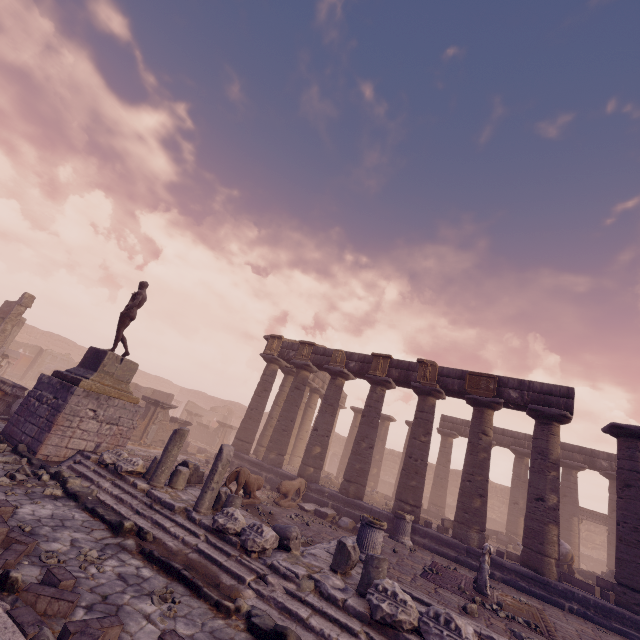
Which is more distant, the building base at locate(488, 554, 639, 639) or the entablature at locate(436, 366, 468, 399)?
the entablature at locate(436, 366, 468, 399)

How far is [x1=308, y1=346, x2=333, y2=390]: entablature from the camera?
17.2 meters

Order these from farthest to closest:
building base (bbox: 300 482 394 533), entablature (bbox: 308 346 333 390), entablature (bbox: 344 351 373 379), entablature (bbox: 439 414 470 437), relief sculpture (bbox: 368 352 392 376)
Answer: entablature (bbox: 439 414 470 437) → entablature (bbox: 308 346 333 390) → entablature (bbox: 344 351 373 379) → relief sculpture (bbox: 368 352 392 376) → building base (bbox: 300 482 394 533)

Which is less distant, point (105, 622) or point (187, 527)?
point (105, 622)

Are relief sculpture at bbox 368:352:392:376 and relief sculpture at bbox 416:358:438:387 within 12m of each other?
yes

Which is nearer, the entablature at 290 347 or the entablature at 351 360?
the entablature at 351 360

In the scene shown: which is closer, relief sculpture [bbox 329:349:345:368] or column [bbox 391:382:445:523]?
column [bbox 391:382:445:523]

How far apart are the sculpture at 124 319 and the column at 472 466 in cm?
1326
